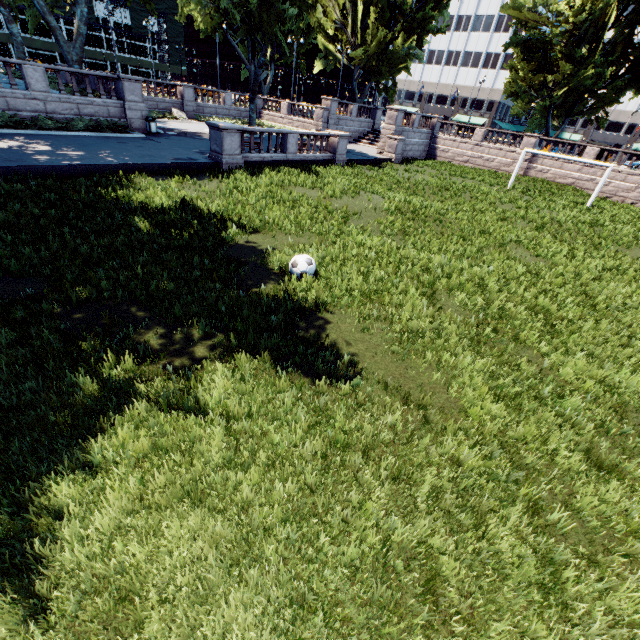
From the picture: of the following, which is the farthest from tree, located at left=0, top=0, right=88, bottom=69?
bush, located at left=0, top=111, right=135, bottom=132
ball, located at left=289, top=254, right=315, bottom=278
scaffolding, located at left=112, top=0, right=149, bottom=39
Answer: scaffolding, located at left=112, top=0, right=149, bottom=39

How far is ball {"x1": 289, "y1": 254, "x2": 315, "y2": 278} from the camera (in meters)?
7.90

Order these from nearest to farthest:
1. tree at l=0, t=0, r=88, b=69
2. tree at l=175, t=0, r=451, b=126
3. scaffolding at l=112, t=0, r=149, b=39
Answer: tree at l=0, t=0, r=88, b=69, tree at l=175, t=0, r=451, b=126, scaffolding at l=112, t=0, r=149, b=39

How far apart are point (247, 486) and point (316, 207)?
12.32m

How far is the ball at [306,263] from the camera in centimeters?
790cm

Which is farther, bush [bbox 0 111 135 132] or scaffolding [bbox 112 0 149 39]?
scaffolding [bbox 112 0 149 39]

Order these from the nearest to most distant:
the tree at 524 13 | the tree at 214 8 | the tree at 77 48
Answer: the tree at 77 48
the tree at 214 8
the tree at 524 13
